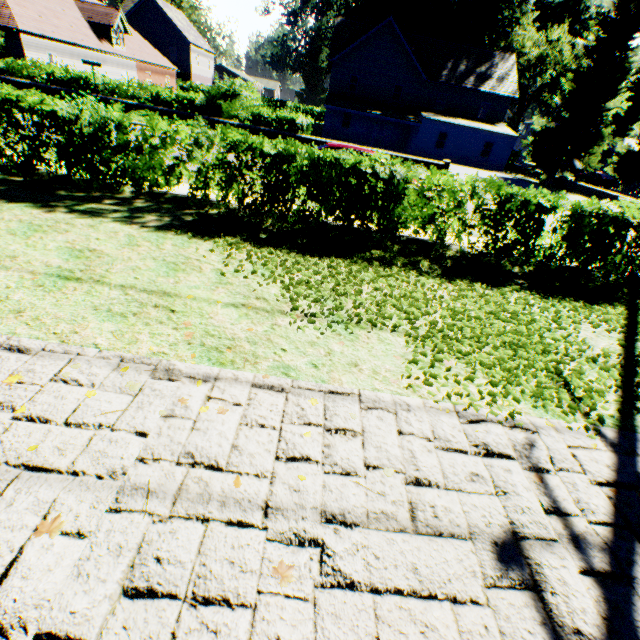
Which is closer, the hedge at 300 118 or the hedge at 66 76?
the hedge at 300 118

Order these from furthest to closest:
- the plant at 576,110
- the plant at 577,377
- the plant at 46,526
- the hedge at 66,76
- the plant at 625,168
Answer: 1. the plant at 625,168
2. the plant at 576,110
3. the hedge at 66,76
4. the plant at 577,377
5. the plant at 46,526

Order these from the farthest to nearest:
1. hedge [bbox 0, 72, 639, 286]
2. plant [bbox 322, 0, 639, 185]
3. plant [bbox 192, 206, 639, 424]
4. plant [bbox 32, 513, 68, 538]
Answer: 1. plant [bbox 322, 0, 639, 185]
2. hedge [bbox 0, 72, 639, 286]
3. plant [bbox 192, 206, 639, 424]
4. plant [bbox 32, 513, 68, 538]

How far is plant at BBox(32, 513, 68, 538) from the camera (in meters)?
2.05

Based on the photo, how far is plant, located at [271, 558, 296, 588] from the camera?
2.05m

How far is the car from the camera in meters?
38.7

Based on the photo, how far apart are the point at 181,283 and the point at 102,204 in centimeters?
397cm

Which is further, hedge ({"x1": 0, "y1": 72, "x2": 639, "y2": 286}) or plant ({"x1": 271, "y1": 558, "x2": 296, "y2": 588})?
hedge ({"x1": 0, "y1": 72, "x2": 639, "y2": 286})
